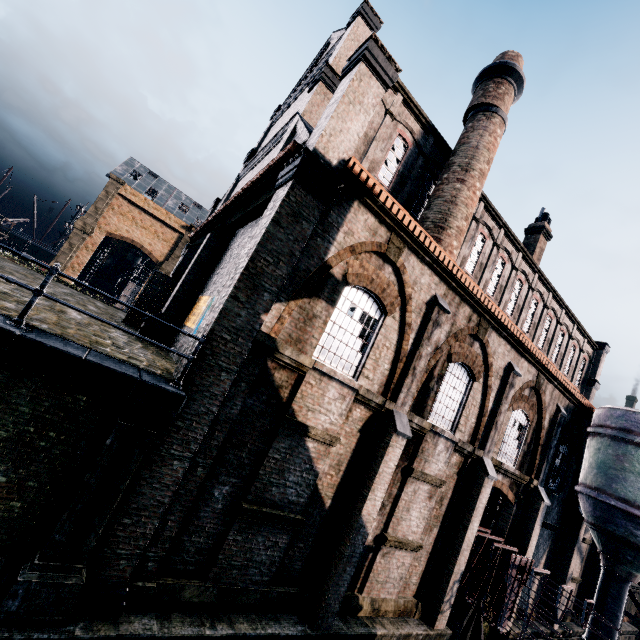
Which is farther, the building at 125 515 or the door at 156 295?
the door at 156 295

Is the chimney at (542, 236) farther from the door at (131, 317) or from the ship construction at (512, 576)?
the door at (131, 317)

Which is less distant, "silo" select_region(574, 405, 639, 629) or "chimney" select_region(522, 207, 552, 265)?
"silo" select_region(574, 405, 639, 629)

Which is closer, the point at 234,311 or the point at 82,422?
the point at 82,422

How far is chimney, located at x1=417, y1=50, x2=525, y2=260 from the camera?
16.0 meters

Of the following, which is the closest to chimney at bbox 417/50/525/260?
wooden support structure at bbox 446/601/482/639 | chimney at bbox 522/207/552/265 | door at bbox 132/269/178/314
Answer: door at bbox 132/269/178/314

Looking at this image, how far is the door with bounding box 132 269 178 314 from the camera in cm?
1667

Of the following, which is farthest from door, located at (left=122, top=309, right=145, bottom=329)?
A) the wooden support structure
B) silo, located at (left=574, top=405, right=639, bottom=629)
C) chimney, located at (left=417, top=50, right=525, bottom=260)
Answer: silo, located at (left=574, top=405, right=639, bottom=629)
